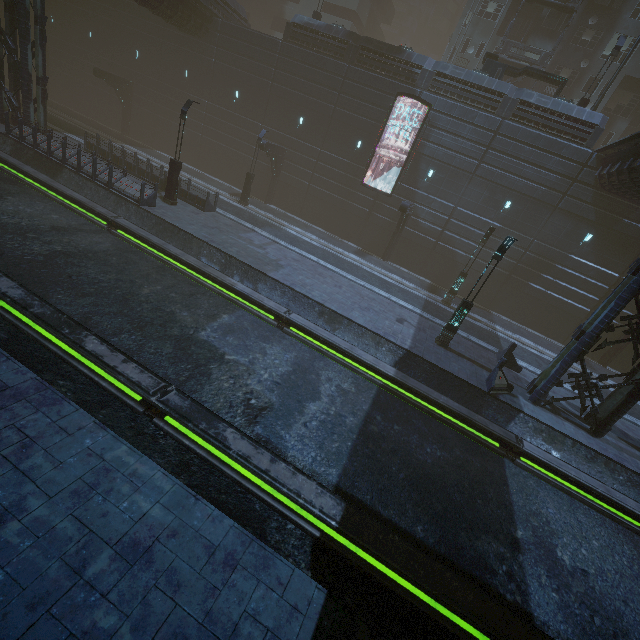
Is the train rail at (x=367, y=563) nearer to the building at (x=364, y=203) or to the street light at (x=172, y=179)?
the building at (x=364, y=203)

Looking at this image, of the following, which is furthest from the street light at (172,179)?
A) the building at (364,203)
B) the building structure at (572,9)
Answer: the building structure at (572,9)

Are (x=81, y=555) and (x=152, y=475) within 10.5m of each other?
yes

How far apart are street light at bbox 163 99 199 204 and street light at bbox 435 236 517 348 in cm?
1674

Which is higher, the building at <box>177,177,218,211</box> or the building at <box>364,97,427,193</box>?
the building at <box>364,97,427,193</box>

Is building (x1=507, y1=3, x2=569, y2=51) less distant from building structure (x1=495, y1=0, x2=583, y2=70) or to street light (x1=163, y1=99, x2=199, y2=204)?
building structure (x1=495, y1=0, x2=583, y2=70)

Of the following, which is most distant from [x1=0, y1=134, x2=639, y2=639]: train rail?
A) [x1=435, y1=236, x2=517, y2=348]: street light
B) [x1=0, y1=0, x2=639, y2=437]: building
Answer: [x1=435, y1=236, x2=517, y2=348]: street light

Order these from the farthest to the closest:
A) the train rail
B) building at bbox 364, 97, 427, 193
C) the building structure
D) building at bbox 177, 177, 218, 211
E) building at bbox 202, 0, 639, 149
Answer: the building structure, building at bbox 364, 97, 427, 193, building at bbox 202, 0, 639, 149, building at bbox 177, 177, 218, 211, the train rail
